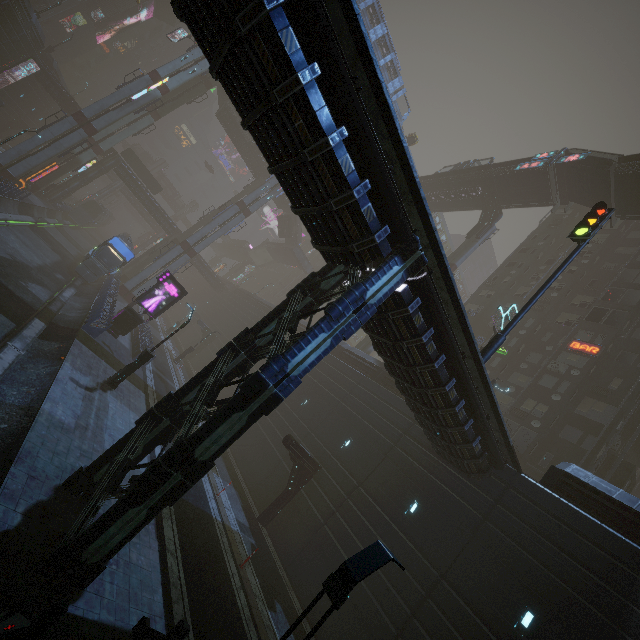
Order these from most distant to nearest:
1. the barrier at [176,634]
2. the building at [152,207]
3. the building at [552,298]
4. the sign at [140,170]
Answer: the sign at [140,170]
the building at [152,207]
the building at [552,298]
the barrier at [176,634]

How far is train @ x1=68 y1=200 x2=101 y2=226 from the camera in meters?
54.0 m

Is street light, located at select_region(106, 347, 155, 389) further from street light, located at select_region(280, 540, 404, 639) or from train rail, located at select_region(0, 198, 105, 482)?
street light, located at select_region(280, 540, 404, 639)

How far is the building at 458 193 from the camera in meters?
40.5 m

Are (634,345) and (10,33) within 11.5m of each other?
no

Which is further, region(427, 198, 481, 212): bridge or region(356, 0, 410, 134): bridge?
region(427, 198, 481, 212): bridge

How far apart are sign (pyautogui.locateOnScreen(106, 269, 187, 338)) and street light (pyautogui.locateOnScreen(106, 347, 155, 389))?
7.9m

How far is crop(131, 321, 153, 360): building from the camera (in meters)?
23.72
